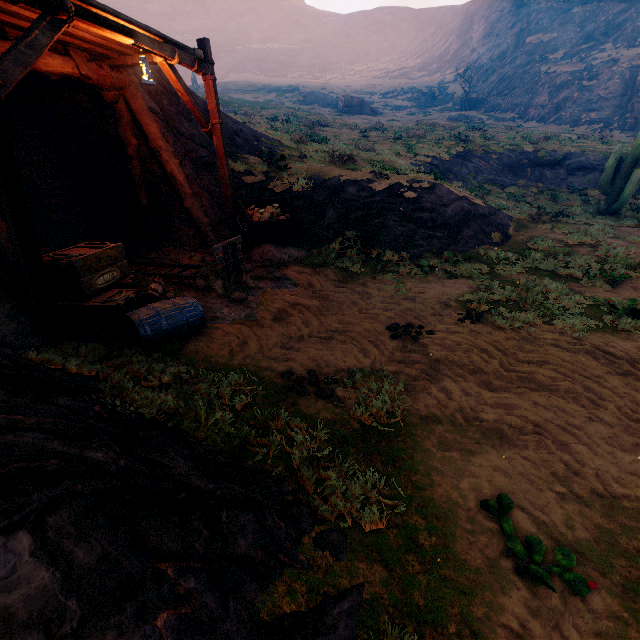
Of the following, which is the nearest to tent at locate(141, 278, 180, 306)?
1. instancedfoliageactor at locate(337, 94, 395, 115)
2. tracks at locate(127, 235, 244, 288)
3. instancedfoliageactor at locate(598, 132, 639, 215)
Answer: tracks at locate(127, 235, 244, 288)

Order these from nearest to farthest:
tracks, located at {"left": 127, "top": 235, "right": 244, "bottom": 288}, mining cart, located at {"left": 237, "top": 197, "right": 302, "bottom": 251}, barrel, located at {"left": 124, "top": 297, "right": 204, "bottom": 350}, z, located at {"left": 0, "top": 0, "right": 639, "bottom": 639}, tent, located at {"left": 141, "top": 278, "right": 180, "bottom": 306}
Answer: z, located at {"left": 0, "top": 0, "right": 639, "bottom": 639} → barrel, located at {"left": 124, "top": 297, "right": 204, "bottom": 350} → tent, located at {"left": 141, "top": 278, "right": 180, "bottom": 306} → tracks, located at {"left": 127, "top": 235, "right": 244, "bottom": 288} → mining cart, located at {"left": 237, "top": 197, "right": 302, "bottom": 251}

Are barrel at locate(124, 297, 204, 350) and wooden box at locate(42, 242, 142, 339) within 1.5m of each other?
yes

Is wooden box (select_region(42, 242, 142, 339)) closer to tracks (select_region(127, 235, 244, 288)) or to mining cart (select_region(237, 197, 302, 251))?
tracks (select_region(127, 235, 244, 288))

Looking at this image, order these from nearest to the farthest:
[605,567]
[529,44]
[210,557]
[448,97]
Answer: [210,557]
[605,567]
[529,44]
[448,97]

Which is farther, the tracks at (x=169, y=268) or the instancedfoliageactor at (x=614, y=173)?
the instancedfoliageactor at (x=614, y=173)

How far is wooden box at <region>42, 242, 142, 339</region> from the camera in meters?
4.7

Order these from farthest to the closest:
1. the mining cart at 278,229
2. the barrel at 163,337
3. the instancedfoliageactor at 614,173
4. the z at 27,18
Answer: the instancedfoliageactor at 614,173, the mining cart at 278,229, the barrel at 163,337, the z at 27,18
